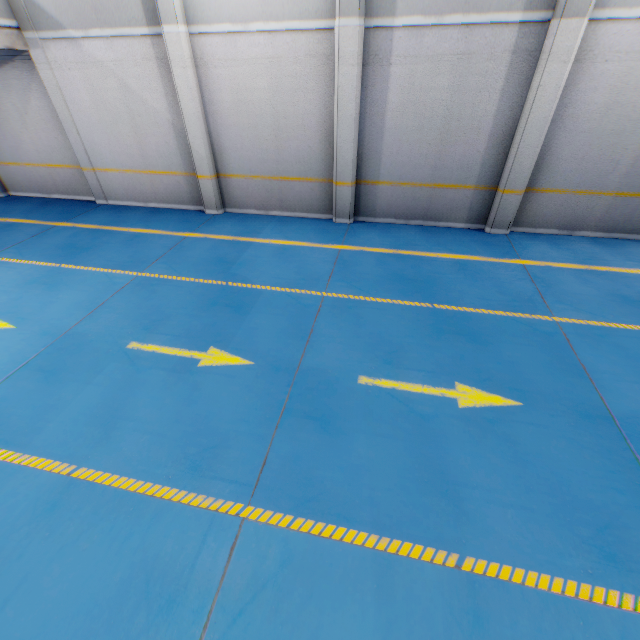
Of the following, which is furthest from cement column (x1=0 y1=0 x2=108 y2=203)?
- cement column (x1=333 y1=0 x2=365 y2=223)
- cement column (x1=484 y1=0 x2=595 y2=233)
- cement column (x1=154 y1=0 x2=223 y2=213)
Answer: cement column (x1=484 y1=0 x2=595 y2=233)

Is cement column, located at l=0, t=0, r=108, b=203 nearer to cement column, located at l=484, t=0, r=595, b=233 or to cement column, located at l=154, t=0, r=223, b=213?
cement column, located at l=154, t=0, r=223, b=213

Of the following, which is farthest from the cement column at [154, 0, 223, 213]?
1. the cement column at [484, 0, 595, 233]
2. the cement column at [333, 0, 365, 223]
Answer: the cement column at [484, 0, 595, 233]

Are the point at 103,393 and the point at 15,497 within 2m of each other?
yes

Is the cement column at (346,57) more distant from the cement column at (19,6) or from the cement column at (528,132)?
the cement column at (19,6)

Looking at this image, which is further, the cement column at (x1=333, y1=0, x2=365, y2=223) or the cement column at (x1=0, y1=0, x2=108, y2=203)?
the cement column at (x1=0, y1=0, x2=108, y2=203)

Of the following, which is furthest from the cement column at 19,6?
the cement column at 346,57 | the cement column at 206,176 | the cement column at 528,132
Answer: the cement column at 528,132

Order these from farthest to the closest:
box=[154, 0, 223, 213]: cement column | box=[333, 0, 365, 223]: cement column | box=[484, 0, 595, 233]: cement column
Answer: box=[154, 0, 223, 213]: cement column → box=[333, 0, 365, 223]: cement column → box=[484, 0, 595, 233]: cement column
